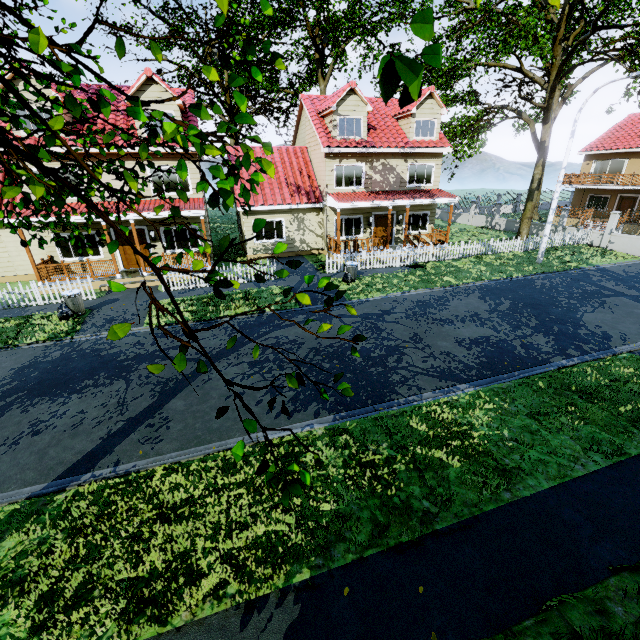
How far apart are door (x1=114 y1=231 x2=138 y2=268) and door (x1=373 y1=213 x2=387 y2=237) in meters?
13.5 m

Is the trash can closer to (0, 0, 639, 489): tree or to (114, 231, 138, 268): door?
(114, 231, 138, 268): door

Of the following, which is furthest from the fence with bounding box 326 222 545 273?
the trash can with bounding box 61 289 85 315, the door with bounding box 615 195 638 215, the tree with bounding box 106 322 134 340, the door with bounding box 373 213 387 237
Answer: the door with bounding box 615 195 638 215

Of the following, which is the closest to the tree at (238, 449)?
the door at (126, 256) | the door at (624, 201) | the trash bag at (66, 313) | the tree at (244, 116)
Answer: the tree at (244, 116)

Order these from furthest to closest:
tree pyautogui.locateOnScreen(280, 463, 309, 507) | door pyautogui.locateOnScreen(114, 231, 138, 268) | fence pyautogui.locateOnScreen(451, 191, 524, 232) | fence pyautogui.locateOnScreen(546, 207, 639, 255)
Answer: fence pyautogui.locateOnScreen(451, 191, 524, 232) < fence pyautogui.locateOnScreen(546, 207, 639, 255) < door pyautogui.locateOnScreen(114, 231, 138, 268) < tree pyautogui.locateOnScreen(280, 463, 309, 507)

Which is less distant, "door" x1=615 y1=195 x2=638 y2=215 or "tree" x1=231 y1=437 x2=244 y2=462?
"tree" x1=231 y1=437 x2=244 y2=462

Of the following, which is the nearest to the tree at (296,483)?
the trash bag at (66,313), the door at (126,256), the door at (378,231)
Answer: the trash bag at (66,313)

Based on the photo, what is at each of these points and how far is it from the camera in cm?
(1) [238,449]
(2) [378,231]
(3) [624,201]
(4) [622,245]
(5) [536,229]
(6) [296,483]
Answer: (1) tree, 176
(2) door, 2153
(3) door, 2911
(4) fence, 2119
(5) fence, 2670
(6) tree, 221
